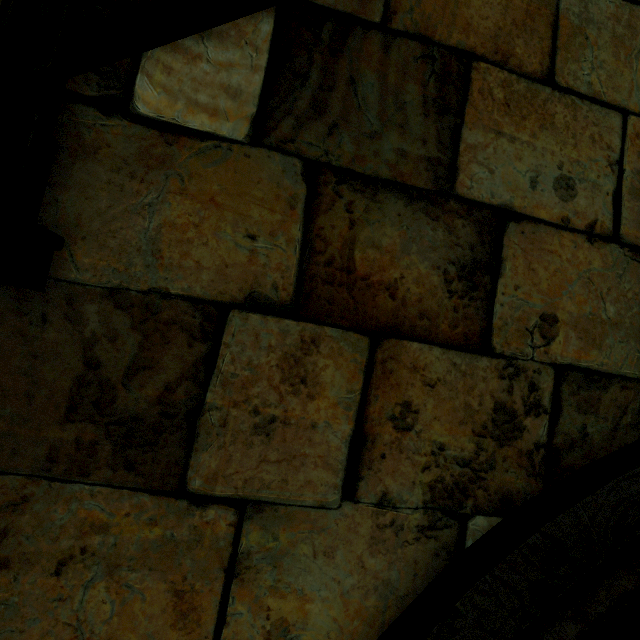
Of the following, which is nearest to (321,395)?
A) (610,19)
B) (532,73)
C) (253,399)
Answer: (253,399)
